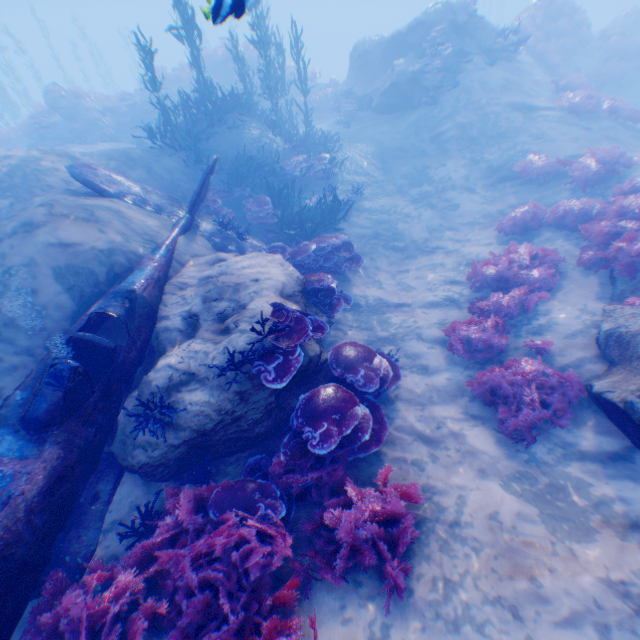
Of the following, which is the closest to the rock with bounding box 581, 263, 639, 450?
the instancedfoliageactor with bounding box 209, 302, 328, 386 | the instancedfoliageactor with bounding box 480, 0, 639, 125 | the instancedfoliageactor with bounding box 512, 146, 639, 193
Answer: the instancedfoliageactor with bounding box 209, 302, 328, 386

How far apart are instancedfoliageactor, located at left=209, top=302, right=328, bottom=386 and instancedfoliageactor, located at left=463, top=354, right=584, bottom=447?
3.1 meters

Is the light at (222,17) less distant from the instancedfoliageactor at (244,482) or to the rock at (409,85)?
the rock at (409,85)

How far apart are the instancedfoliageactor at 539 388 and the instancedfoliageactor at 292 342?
3.12m

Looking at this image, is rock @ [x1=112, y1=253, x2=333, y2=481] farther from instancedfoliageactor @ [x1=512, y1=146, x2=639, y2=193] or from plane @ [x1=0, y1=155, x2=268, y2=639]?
instancedfoliageactor @ [x1=512, y1=146, x2=639, y2=193]

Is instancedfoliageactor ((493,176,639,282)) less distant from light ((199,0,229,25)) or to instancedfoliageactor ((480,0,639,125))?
light ((199,0,229,25))

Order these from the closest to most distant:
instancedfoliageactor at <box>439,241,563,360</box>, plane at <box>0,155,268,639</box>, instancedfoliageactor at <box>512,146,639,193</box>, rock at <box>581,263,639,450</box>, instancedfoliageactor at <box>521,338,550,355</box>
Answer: plane at <box>0,155,268,639</box>, rock at <box>581,263,639,450</box>, instancedfoliageactor at <box>521,338,550,355</box>, instancedfoliageactor at <box>439,241,563,360</box>, instancedfoliageactor at <box>512,146,639,193</box>

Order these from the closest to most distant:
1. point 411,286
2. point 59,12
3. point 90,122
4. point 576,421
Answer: A:
point 576,421
point 411,286
point 90,122
point 59,12
